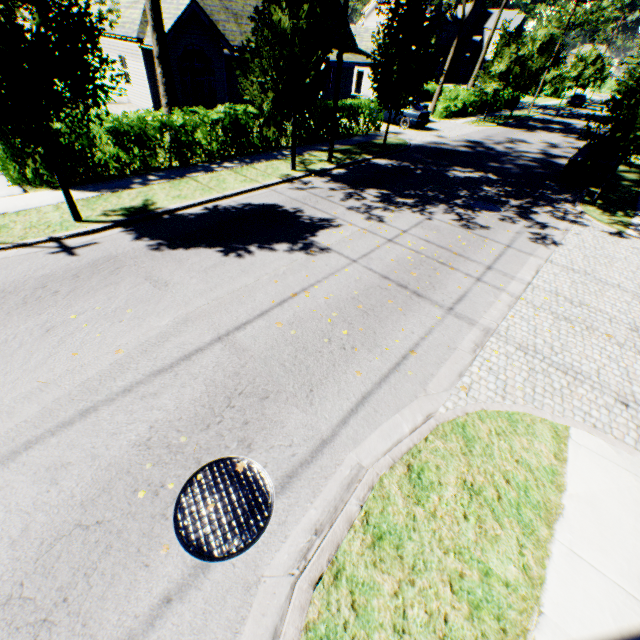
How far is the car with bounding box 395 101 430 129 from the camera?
22.0 meters

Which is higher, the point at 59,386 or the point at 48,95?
the point at 48,95

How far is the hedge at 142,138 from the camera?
9.88m

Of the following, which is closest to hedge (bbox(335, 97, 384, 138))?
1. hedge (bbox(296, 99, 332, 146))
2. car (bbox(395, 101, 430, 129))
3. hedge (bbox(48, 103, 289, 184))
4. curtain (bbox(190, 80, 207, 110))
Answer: curtain (bbox(190, 80, 207, 110))

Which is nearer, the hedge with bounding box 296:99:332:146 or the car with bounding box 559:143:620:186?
the car with bounding box 559:143:620:186

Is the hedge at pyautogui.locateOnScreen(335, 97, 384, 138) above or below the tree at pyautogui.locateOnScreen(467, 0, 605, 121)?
below

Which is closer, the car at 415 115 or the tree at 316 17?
the tree at 316 17

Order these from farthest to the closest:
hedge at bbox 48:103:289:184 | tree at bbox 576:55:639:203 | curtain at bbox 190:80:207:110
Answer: curtain at bbox 190:80:207:110
tree at bbox 576:55:639:203
hedge at bbox 48:103:289:184
